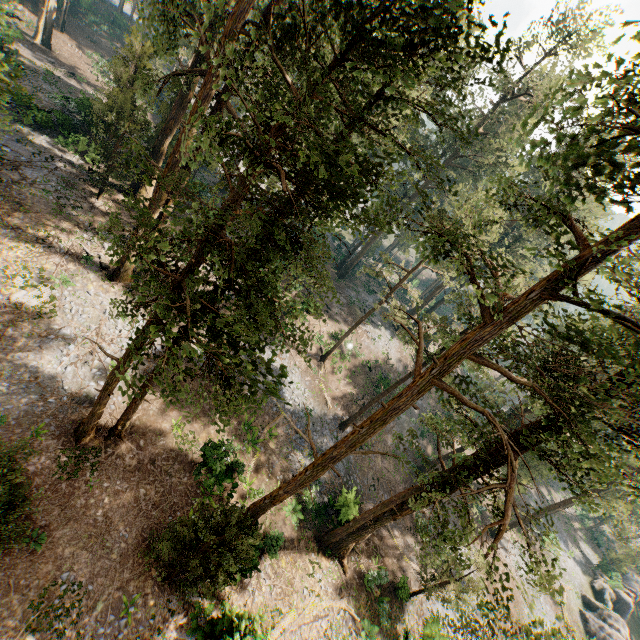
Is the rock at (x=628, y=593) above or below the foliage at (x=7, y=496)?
below

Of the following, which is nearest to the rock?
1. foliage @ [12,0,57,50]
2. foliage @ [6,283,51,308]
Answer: foliage @ [12,0,57,50]

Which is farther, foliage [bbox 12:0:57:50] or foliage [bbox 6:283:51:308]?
foliage [bbox 12:0:57:50]

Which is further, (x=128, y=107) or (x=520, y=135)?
(x=128, y=107)

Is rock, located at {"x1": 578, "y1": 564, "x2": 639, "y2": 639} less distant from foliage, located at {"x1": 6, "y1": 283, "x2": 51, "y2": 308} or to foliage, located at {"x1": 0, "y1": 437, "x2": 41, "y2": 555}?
foliage, located at {"x1": 0, "y1": 437, "x2": 41, "y2": 555}

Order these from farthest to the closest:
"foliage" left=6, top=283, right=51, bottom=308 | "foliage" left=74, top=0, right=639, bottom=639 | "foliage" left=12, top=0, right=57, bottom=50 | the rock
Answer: "foliage" left=12, top=0, right=57, bottom=50 < the rock < "foliage" left=6, top=283, right=51, bottom=308 < "foliage" left=74, top=0, right=639, bottom=639

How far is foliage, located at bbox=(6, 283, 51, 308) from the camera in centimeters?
1702cm

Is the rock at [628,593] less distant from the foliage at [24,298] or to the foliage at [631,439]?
the foliage at [631,439]
